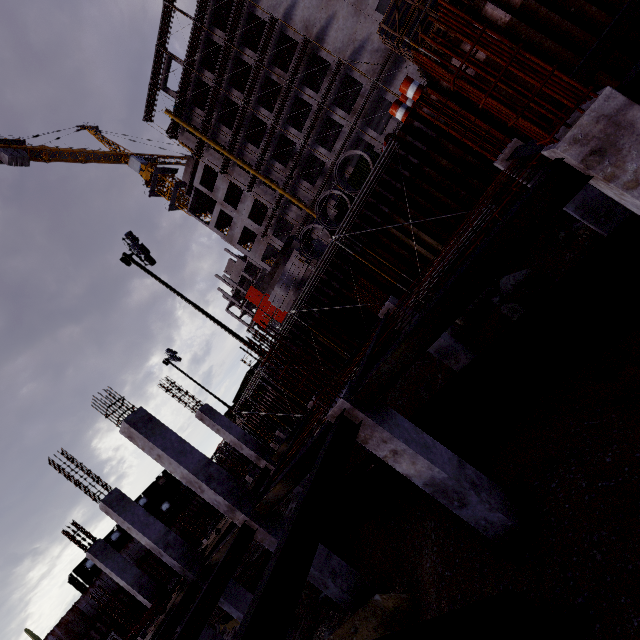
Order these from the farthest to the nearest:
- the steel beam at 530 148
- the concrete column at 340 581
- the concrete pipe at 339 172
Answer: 1. the concrete pipe at 339 172
2. the concrete column at 340 581
3. the steel beam at 530 148

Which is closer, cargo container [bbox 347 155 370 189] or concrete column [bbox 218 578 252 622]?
concrete column [bbox 218 578 252 622]

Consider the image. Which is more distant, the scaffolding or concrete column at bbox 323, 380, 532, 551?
the scaffolding

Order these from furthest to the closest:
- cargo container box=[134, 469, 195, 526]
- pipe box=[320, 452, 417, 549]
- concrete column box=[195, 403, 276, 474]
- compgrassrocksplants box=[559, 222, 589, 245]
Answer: cargo container box=[134, 469, 195, 526] < concrete column box=[195, 403, 276, 474] < compgrassrocksplants box=[559, 222, 589, 245] < pipe box=[320, 452, 417, 549]

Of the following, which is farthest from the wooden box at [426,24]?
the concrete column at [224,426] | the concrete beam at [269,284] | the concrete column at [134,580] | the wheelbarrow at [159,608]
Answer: the concrete column at [134,580]

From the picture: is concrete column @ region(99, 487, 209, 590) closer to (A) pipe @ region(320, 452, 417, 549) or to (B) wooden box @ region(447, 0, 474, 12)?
(A) pipe @ region(320, 452, 417, 549)

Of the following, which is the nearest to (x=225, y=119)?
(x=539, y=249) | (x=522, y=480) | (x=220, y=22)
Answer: (x=220, y=22)

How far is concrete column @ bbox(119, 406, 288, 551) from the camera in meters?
8.3 m
